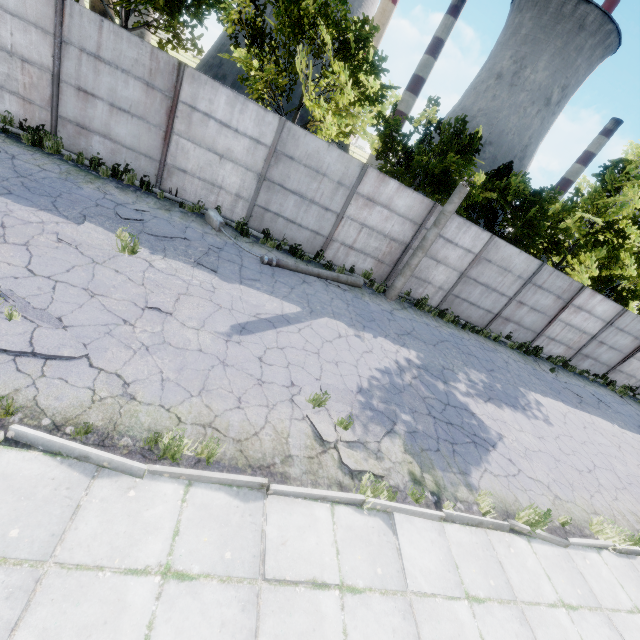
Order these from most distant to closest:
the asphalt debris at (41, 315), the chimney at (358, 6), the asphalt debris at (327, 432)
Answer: the chimney at (358, 6), the asphalt debris at (327, 432), the asphalt debris at (41, 315)

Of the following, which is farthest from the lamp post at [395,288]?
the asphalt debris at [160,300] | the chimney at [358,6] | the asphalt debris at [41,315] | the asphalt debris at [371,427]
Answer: the chimney at [358,6]

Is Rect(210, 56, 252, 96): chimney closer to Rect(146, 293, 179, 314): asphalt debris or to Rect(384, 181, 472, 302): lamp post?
Rect(384, 181, 472, 302): lamp post

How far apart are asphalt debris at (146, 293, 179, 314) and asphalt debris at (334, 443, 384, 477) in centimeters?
286cm

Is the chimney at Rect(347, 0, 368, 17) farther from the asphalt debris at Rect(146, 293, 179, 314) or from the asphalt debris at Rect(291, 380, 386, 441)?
the asphalt debris at Rect(291, 380, 386, 441)

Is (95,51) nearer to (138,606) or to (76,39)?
(76,39)

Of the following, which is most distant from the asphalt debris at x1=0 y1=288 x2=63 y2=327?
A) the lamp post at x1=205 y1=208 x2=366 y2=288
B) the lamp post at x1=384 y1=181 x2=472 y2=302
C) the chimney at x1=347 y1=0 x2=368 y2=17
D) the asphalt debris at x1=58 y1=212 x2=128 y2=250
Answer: the chimney at x1=347 y1=0 x2=368 y2=17

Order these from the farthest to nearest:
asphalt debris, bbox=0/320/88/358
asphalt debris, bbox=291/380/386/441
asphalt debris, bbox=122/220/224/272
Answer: asphalt debris, bbox=122/220/224/272 < asphalt debris, bbox=291/380/386/441 < asphalt debris, bbox=0/320/88/358
